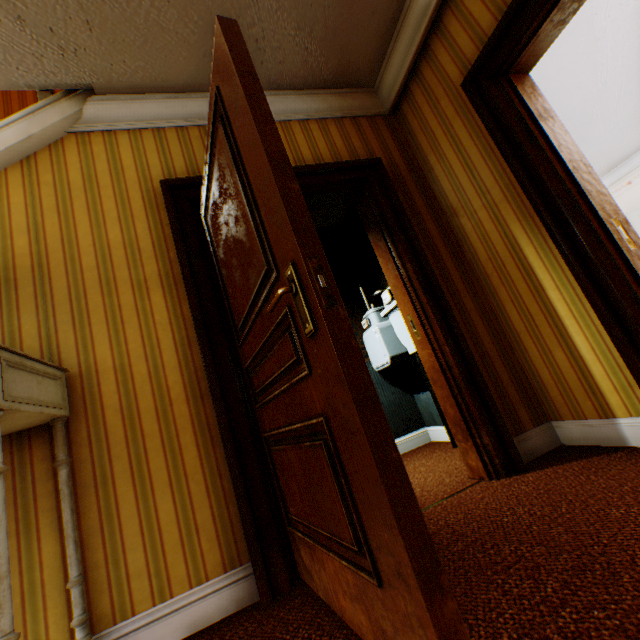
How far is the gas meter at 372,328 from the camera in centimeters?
294cm

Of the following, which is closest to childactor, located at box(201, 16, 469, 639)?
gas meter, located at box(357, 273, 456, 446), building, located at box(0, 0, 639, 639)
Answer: building, located at box(0, 0, 639, 639)

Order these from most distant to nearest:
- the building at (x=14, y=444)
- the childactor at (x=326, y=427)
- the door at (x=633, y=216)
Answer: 1. the door at (x=633, y=216)
2. the building at (x=14, y=444)
3. the childactor at (x=326, y=427)

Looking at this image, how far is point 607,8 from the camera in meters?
2.9 m

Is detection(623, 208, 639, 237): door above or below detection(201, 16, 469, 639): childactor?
above

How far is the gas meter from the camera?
2.9m

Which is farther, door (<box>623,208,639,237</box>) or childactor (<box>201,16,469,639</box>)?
door (<box>623,208,639,237</box>)

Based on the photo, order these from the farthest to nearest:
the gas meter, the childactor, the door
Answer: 1. the door
2. the gas meter
3. the childactor
